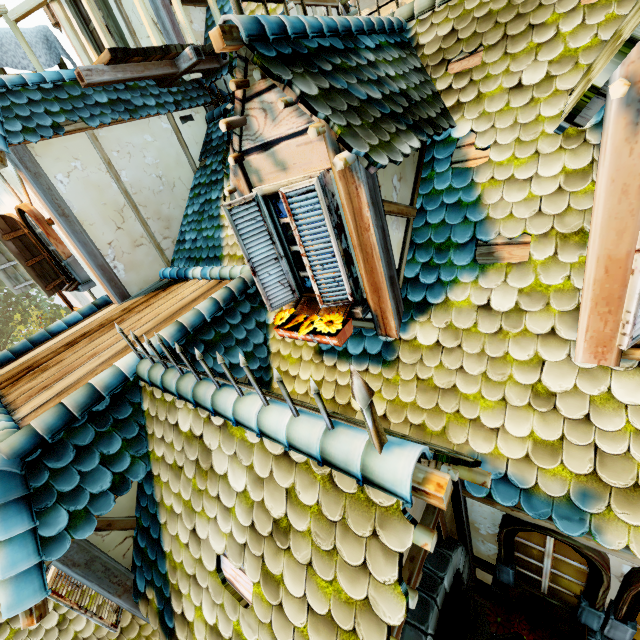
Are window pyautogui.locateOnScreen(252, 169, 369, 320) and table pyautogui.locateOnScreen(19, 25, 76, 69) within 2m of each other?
no

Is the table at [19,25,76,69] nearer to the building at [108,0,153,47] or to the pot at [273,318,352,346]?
the building at [108,0,153,47]

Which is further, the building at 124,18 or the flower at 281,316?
the building at 124,18

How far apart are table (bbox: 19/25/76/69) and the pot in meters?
6.0

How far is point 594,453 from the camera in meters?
2.1 m

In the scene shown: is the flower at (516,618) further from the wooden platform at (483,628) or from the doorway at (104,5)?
the doorway at (104,5)

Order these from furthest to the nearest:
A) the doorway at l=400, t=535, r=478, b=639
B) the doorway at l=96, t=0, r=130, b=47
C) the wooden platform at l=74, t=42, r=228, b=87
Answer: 1. the doorway at l=96, t=0, r=130, b=47
2. the wooden platform at l=74, t=42, r=228, b=87
3. the doorway at l=400, t=535, r=478, b=639

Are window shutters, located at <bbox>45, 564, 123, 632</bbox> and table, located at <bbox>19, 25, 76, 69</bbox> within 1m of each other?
no
